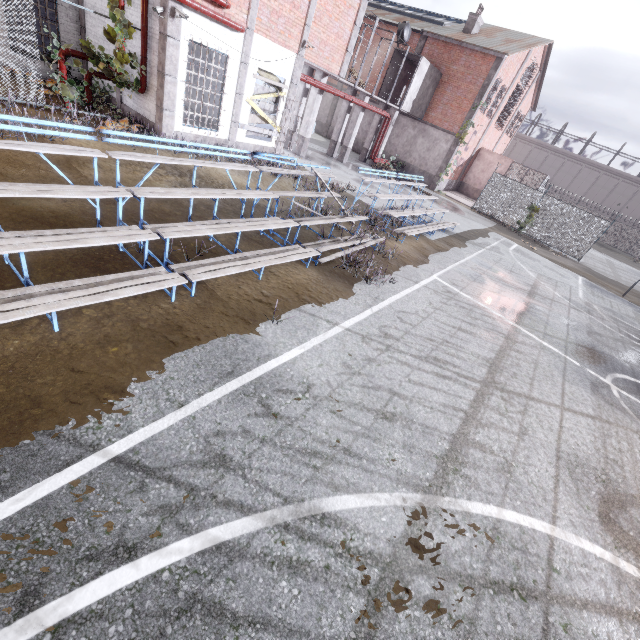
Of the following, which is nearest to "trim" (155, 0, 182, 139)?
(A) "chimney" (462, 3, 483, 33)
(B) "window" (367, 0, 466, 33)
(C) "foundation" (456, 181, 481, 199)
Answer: (B) "window" (367, 0, 466, 33)

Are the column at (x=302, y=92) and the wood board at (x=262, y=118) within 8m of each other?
yes

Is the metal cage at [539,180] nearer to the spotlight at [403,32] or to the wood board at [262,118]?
the spotlight at [403,32]

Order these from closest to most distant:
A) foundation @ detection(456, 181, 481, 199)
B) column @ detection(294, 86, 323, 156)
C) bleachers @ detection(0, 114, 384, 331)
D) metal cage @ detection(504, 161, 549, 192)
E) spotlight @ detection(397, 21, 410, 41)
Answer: bleachers @ detection(0, 114, 384, 331) → column @ detection(294, 86, 323, 156) → spotlight @ detection(397, 21, 410, 41) → metal cage @ detection(504, 161, 549, 192) → foundation @ detection(456, 181, 481, 199)

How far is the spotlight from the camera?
20.7m

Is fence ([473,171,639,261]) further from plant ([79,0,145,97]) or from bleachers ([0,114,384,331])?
bleachers ([0,114,384,331])

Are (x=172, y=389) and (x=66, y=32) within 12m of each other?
no

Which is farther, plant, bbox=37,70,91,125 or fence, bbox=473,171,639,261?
fence, bbox=473,171,639,261
